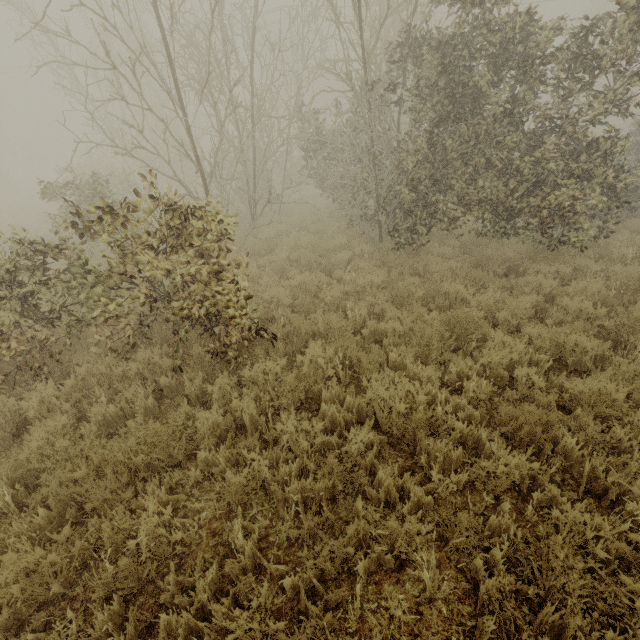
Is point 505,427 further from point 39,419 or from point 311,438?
point 39,419
